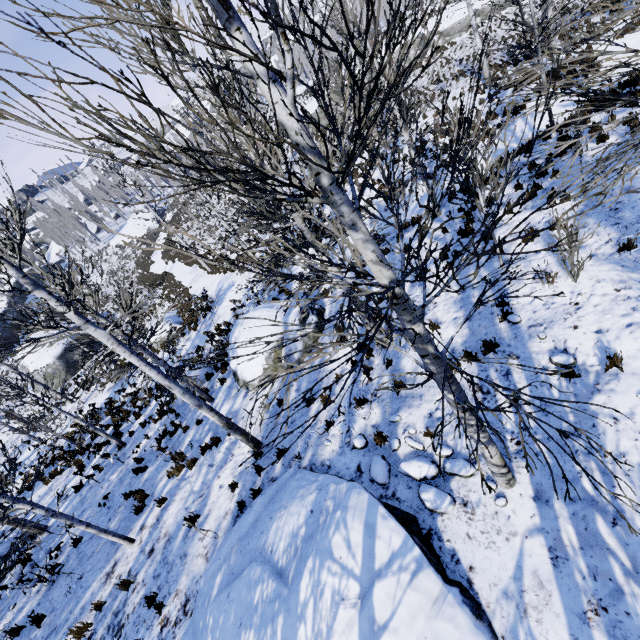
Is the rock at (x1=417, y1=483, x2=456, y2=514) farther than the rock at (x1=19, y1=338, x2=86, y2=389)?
No

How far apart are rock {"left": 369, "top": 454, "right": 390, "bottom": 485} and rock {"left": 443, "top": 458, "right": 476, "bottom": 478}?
0.12m

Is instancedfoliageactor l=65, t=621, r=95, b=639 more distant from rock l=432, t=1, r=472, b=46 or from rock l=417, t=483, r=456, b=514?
rock l=432, t=1, r=472, b=46

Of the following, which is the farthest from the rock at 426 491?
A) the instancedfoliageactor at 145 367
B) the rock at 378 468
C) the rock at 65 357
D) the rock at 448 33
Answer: the rock at 448 33

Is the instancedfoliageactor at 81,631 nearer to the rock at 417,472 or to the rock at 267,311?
the rock at 267,311

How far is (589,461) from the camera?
4.1 meters

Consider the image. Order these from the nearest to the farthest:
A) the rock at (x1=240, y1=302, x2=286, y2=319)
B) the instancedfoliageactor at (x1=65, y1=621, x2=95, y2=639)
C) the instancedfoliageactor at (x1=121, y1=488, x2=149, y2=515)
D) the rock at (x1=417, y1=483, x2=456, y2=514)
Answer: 1. the rock at (x1=417, y1=483, x2=456, y2=514)
2. the instancedfoliageactor at (x1=65, y1=621, x2=95, y2=639)
3. the instancedfoliageactor at (x1=121, y1=488, x2=149, y2=515)
4. the rock at (x1=240, y1=302, x2=286, y2=319)

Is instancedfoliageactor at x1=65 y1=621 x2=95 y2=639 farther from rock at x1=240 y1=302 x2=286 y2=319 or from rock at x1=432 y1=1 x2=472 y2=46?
rock at x1=432 y1=1 x2=472 y2=46
